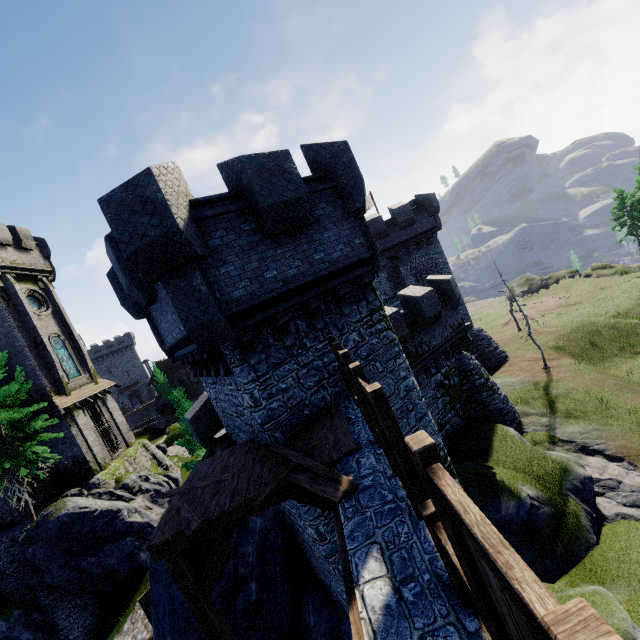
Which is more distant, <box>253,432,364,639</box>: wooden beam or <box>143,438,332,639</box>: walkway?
<box>143,438,332,639</box>: walkway

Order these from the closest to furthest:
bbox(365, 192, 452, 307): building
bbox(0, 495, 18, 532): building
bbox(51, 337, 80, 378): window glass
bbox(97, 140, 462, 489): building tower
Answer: bbox(97, 140, 462, 489): building tower, bbox(0, 495, 18, 532): building, bbox(51, 337, 80, 378): window glass, bbox(365, 192, 452, 307): building

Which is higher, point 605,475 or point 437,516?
point 437,516

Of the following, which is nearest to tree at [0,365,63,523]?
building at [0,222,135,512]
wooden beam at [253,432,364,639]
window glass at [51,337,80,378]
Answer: building at [0,222,135,512]

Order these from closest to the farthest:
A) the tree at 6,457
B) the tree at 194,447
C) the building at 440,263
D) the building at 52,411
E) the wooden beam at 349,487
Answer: the wooden beam at 349,487 → the tree at 6,457 → the tree at 194,447 → the building at 52,411 → the building at 440,263

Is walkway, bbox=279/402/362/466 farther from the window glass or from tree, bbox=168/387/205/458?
the window glass

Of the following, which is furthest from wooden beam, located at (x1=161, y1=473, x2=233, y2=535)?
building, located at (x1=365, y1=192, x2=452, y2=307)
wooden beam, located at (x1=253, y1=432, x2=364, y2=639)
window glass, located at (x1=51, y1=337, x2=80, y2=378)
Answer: window glass, located at (x1=51, y1=337, x2=80, y2=378)

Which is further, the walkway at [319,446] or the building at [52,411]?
the building at [52,411]
